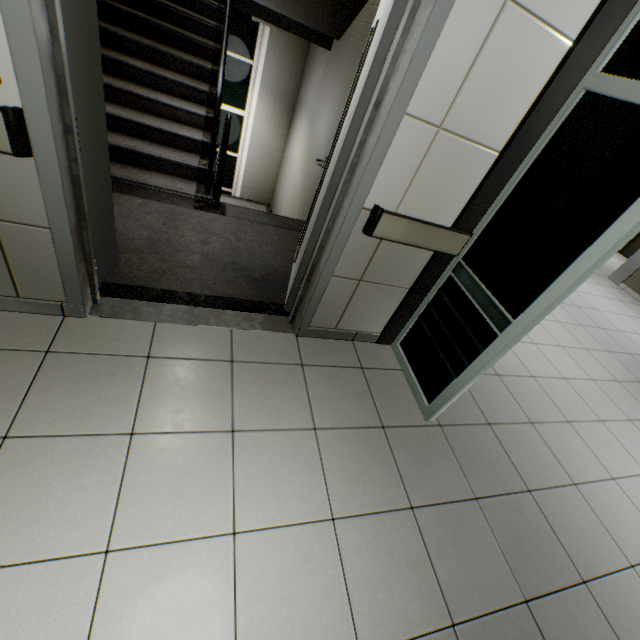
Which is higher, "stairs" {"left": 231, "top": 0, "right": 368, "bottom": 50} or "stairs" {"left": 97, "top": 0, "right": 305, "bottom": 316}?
"stairs" {"left": 231, "top": 0, "right": 368, "bottom": 50}

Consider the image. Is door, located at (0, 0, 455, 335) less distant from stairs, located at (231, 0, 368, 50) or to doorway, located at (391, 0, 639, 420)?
stairs, located at (231, 0, 368, 50)

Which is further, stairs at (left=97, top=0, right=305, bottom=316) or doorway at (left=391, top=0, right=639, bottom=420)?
stairs at (left=97, top=0, right=305, bottom=316)

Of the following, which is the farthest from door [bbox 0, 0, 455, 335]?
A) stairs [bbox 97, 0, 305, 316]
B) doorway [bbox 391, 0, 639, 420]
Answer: → doorway [bbox 391, 0, 639, 420]

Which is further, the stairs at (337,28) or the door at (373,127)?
the stairs at (337,28)

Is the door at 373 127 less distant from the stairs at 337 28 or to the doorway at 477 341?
the stairs at 337 28

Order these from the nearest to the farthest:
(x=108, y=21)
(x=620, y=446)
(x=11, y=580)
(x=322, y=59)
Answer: (x=11, y=580), (x=620, y=446), (x=108, y=21), (x=322, y=59)
